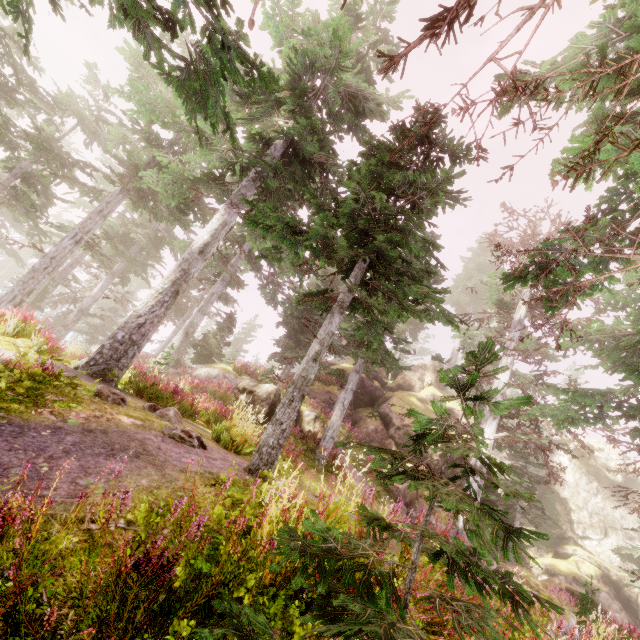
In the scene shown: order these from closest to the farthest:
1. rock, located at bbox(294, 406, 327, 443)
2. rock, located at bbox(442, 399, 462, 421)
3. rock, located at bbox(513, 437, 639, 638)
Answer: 1. rock, located at bbox(294, 406, 327, 443)
2. rock, located at bbox(513, 437, 639, 638)
3. rock, located at bbox(442, 399, 462, 421)

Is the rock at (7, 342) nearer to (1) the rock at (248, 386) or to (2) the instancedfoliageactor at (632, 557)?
(2) the instancedfoliageactor at (632, 557)

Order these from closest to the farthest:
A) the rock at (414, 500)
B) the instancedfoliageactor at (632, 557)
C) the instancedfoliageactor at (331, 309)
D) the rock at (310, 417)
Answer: the instancedfoliageactor at (331, 309) < the rock at (310, 417) < the rock at (414, 500) < the instancedfoliageactor at (632, 557)

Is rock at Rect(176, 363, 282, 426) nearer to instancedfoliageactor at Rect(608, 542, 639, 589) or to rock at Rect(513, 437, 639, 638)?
instancedfoliageactor at Rect(608, 542, 639, 589)

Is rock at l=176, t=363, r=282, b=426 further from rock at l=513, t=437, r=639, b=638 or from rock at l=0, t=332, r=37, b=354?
rock at l=0, t=332, r=37, b=354

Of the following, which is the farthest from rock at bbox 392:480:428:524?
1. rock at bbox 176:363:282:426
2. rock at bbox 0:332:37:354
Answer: rock at bbox 0:332:37:354

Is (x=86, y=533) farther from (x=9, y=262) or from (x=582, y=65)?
(x=9, y=262)

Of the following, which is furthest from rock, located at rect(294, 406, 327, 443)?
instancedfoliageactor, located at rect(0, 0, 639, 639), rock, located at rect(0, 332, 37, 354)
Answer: rock, located at rect(0, 332, 37, 354)
